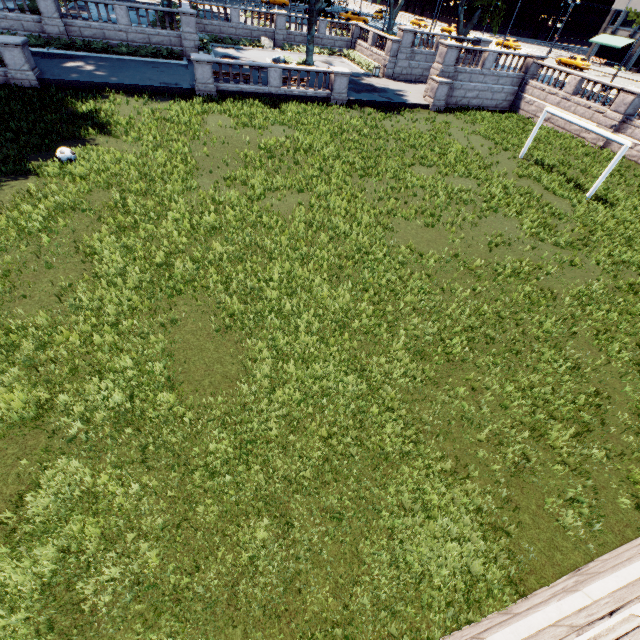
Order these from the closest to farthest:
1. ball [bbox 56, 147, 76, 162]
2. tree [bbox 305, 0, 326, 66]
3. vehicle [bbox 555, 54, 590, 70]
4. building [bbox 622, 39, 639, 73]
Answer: ball [bbox 56, 147, 76, 162], tree [bbox 305, 0, 326, 66], vehicle [bbox 555, 54, 590, 70], building [bbox 622, 39, 639, 73]

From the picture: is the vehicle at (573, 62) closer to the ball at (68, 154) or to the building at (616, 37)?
the building at (616, 37)

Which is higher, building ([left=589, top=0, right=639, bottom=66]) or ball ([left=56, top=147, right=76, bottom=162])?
building ([left=589, top=0, right=639, bottom=66])

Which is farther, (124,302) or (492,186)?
(492,186)

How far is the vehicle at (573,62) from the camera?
46.6m

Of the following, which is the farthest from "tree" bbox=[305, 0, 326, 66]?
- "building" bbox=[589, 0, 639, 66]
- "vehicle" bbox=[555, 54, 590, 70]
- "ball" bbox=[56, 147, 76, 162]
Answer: "vehicle" bbox=[555, 54, 590, 70]

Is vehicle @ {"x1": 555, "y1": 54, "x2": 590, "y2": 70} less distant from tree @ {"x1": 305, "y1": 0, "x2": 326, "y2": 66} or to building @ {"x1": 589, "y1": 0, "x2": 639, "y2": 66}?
building @ {"x1": 589, "y1": 0, "x2": 639, "y2": 66}
